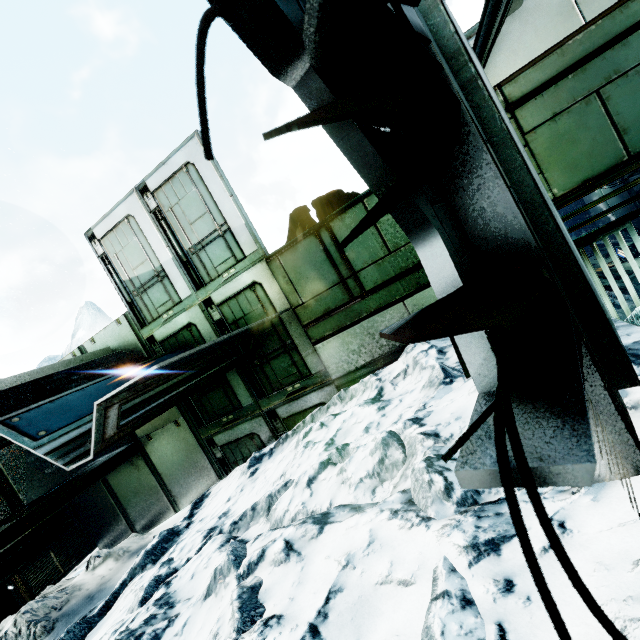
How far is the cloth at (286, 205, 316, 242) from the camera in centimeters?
591cm

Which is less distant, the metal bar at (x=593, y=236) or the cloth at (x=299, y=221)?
the metal bar at (x=593, y=236)

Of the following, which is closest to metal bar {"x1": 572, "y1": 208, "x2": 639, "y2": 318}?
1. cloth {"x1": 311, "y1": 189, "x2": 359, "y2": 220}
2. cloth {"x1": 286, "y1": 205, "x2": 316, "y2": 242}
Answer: cloth {"x1": 311, "y1": 189, "x2": 359, "y2": 220}

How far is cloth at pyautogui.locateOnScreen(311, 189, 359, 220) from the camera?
5.6 meters

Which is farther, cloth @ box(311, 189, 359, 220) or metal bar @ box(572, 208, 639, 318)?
cloth @ box(311, 189, 359, 220)

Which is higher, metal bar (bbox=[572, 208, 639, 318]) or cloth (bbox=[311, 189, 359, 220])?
cloth (bbox=[311, 189, 359, 220])

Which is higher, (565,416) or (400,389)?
(565,416)

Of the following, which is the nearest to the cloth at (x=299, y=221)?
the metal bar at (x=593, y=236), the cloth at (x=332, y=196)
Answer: the cloth at (x=332, y=196)
